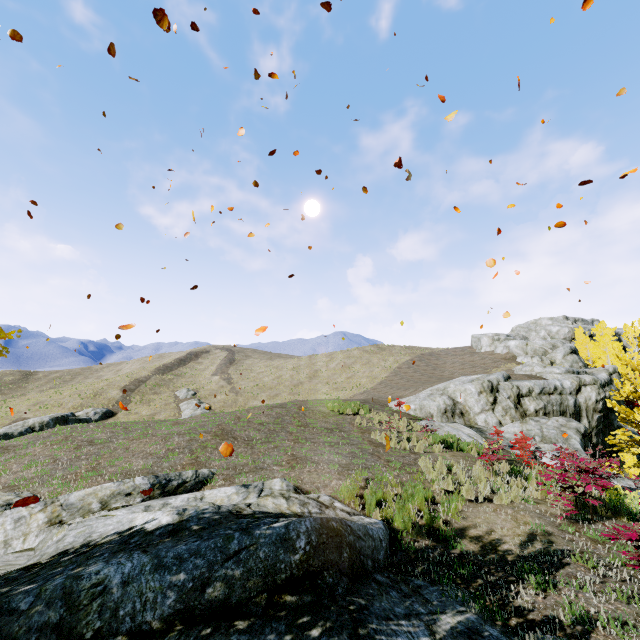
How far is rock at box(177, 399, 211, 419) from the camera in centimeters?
3429cm

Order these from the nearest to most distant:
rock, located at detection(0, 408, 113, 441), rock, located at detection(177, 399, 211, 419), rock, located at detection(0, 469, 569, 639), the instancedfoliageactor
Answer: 1. rock, located at detection(0, 469, 569, 639)
2. the instancedfoliageactor
3. rock, located at detection(0, 408, 113, 441)
4. rock, located at detection(177, 399, 211, 419)

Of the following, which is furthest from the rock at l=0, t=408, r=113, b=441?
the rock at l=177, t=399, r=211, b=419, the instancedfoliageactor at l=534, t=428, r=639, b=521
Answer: the instancedfoliageactor at l=534, t=428, r=639, b=521

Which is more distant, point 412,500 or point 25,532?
point 412,500

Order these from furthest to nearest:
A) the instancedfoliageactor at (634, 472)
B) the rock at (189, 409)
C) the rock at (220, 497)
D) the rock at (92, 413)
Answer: the rock at (189, 409) → the rock at (92, 413) → the instancedfoliageactor at (634, 472) → the rock at (220, 497)

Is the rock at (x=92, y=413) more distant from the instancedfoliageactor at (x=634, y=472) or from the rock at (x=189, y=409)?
the instancedfoliageactor at (x=634, y=472)

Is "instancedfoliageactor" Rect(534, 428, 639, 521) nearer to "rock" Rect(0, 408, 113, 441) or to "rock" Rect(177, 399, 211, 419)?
"rock" Rect(177, 399, 211, 419)
